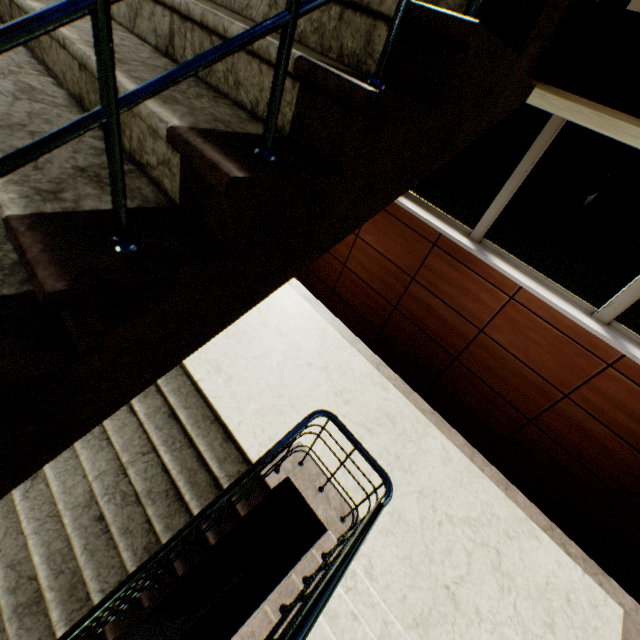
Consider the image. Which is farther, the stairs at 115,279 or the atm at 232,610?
the atm at 232,610

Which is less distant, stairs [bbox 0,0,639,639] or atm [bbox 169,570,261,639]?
stairs [bbox 0,0,639,639]

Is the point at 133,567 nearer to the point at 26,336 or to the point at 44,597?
the point at 44,597
